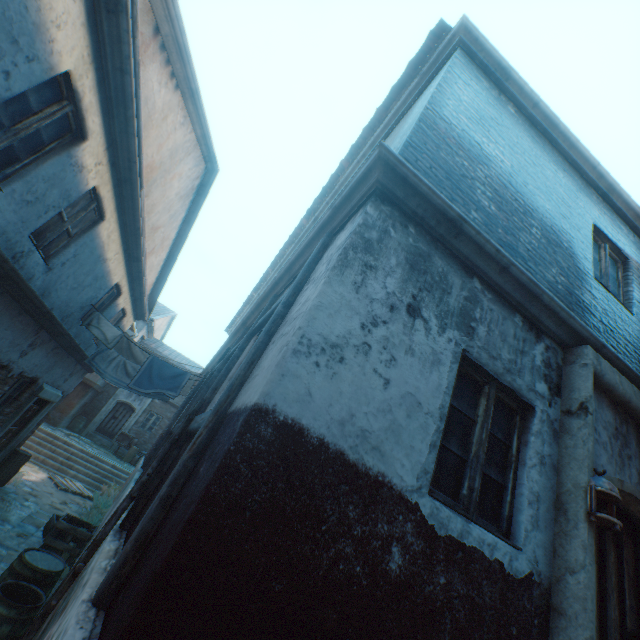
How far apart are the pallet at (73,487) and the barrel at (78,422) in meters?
8.5

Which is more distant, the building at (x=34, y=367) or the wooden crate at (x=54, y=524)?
the wooden crate at (x=54, y=524)

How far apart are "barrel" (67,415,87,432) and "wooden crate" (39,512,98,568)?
16.1m

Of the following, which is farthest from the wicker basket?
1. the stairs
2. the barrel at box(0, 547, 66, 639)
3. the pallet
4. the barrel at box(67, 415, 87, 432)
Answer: the barrel at box(67, 415, 87, 432)

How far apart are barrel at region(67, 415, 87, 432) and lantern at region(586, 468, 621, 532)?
25.6 meters

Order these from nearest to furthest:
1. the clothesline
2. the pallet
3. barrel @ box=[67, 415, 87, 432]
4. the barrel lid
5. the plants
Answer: the barrel lid, the clothesline, the plants, the pallet, barrel @ box=[67, 415, 87, 432]

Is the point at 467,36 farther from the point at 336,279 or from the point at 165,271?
the point at 165,271

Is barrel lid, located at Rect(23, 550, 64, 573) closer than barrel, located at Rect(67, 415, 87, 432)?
Yes
